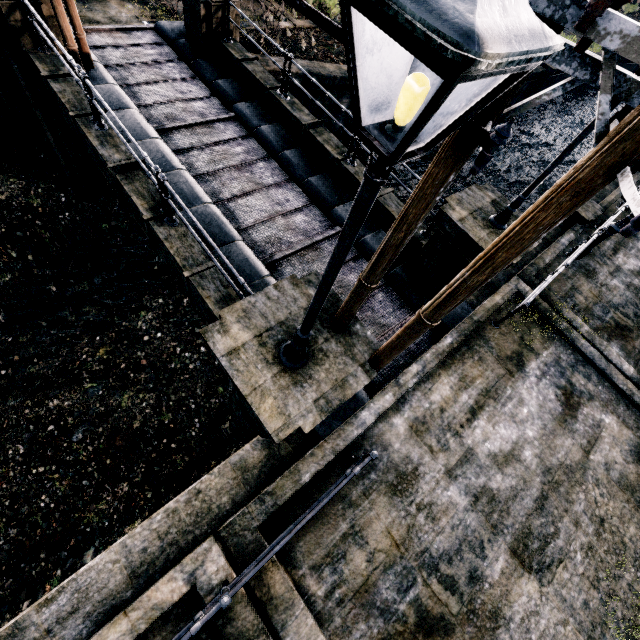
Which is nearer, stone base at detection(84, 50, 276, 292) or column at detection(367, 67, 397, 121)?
stone base at detection(84, 50, 276, 292)

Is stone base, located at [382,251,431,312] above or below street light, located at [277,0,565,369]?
below

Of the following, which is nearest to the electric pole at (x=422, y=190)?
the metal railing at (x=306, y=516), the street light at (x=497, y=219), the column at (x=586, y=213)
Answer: the metal railing at (x=306, y=516)

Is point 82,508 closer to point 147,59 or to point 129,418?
point 129,418

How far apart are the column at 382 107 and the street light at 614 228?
11.4 meters

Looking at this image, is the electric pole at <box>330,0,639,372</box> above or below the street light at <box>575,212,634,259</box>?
above

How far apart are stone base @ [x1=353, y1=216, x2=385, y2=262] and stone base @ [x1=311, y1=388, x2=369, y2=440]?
2.85m

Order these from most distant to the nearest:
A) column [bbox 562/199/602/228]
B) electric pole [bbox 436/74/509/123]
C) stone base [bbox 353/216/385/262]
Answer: column [bbox 562/199/602/228] < stone base [bbox 353/216/385/262] < electric pole [bbox 436/74/509/123]
